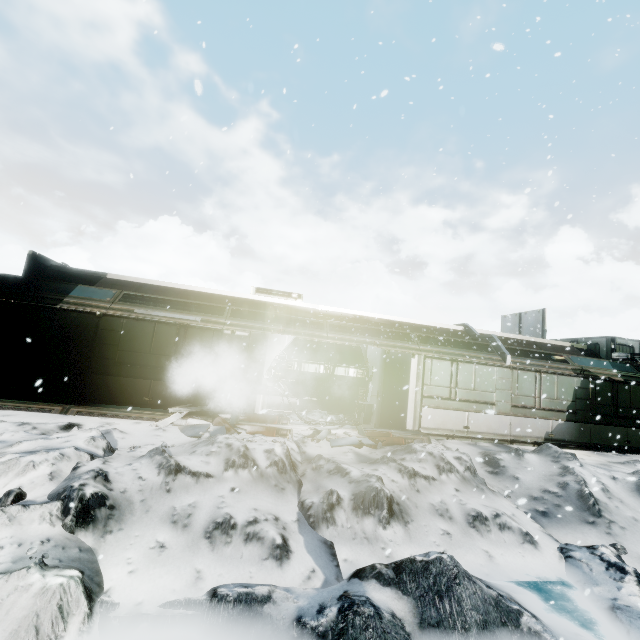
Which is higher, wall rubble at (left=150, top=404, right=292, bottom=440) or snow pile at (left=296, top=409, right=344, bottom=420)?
snow pile at (left=296, top=409, right=344, bottom=420)

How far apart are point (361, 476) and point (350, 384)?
13.0 meters

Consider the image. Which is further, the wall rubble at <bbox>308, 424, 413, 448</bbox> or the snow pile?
the snow pile

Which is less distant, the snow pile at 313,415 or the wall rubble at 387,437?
the wall rubble at 387,437

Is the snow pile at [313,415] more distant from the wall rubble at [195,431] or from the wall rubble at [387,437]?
the wall rubble at [387,437]

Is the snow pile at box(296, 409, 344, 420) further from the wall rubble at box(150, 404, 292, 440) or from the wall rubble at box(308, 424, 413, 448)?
the wall rubble at box(308, 424, 413, 448)

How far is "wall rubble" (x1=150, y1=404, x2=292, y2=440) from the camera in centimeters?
849cm
